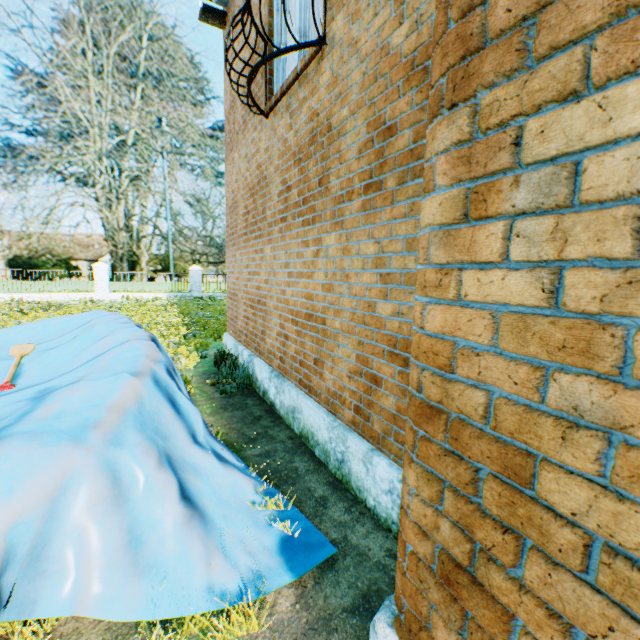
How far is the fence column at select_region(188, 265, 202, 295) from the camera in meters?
22.5

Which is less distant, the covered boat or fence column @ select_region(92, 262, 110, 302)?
the covered boat

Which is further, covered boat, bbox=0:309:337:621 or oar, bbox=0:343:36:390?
oar, bbox=0:343:36:390

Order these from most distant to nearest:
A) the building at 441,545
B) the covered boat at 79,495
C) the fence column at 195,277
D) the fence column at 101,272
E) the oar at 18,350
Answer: the fence column at 195,277 < the fence column at 101,272 < the oar at 18,350 < the covered boat at 79,495 < the building at 441,545

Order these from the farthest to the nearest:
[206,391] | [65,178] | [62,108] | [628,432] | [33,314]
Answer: [65,178] < [62,108] < [33,314] < [206,391] < [628,432]

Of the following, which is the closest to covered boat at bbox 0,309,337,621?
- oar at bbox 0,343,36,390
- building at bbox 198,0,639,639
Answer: oar at bbox 0,343,36,390

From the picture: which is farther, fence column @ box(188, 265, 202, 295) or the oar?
fence column @ box(188, 265, 202, 295)

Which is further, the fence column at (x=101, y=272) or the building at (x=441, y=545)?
Result: the fence column at (x=101, y=272)
